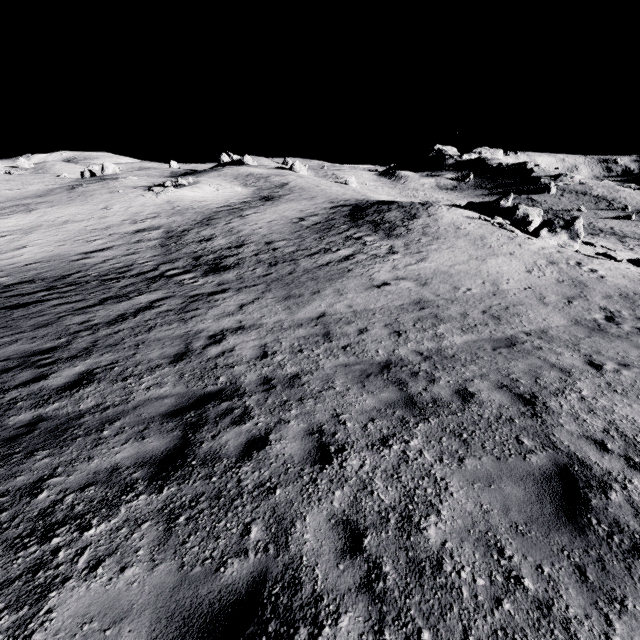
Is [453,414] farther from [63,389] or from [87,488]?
[63,389]
